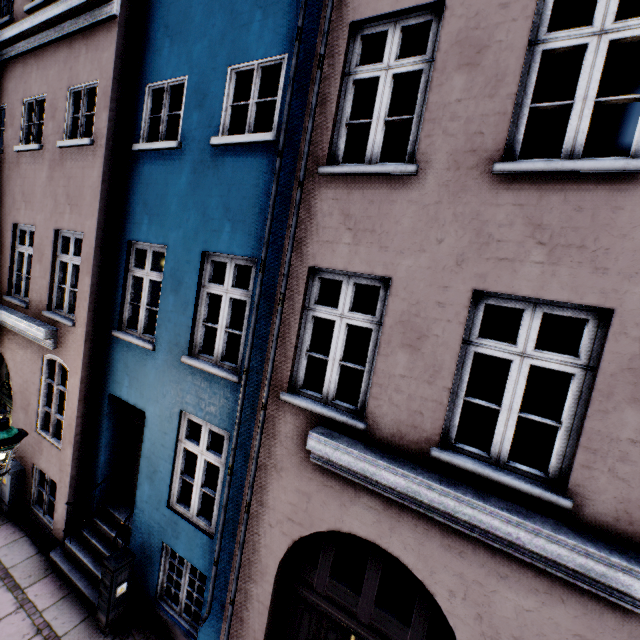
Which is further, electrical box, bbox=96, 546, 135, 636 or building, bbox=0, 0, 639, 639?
electrical box, bbox=96, 546, 135, 636

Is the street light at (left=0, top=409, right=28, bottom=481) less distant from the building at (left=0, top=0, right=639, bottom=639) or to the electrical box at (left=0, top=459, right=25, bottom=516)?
the building at (left=0, top=0, right=639, bottom=639)

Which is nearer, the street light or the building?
the building

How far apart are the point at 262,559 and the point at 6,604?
4.86m

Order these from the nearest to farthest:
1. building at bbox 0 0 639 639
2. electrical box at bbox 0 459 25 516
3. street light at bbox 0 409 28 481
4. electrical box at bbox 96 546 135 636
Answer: building at bbox 0 0 639 639, street light at bbox 0 409 28 481, electrical box at bbox 96 546 135 636, electrical box at bbox 0 459 25 516

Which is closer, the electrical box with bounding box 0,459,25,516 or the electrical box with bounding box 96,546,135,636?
the electrical box with bounding box 96,546,135,636

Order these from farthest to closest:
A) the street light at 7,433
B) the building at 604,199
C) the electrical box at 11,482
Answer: the electrical box at 11,482
the street light at 7,433
the building at 604,199

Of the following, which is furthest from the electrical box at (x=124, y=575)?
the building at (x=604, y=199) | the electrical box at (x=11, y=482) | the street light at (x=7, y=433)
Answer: the electrical box at (x=11, y=482)
